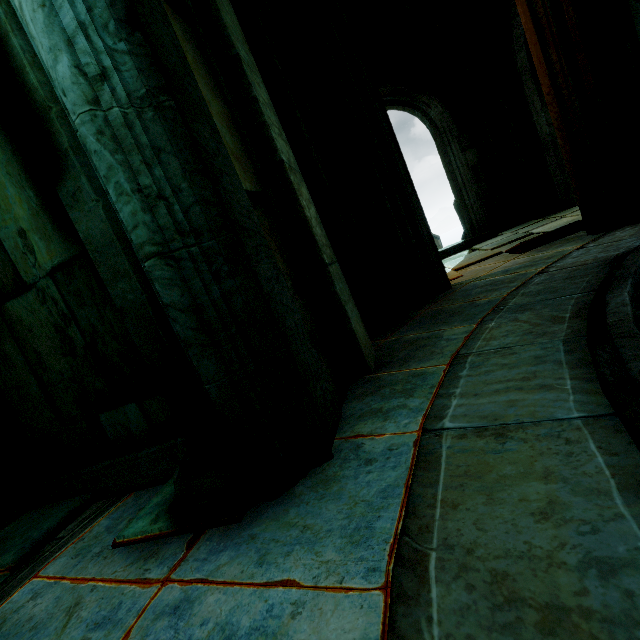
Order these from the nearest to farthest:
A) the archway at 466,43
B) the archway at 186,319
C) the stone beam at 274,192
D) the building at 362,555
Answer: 1. the building at 362,555
2. the archway at 186,319
3. the stone beam at 274,192
4. the archway at 466,43

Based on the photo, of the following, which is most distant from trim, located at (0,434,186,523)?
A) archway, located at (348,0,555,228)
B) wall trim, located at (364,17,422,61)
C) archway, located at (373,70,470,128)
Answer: wall trim, located at (364,17,422,61)

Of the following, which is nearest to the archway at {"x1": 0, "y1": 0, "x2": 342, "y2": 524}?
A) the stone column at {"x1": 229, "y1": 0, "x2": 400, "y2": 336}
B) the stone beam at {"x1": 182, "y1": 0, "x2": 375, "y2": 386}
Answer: the stone beam at {"x1": 182, "y1": 0, "x2": 375, "y2": 386}

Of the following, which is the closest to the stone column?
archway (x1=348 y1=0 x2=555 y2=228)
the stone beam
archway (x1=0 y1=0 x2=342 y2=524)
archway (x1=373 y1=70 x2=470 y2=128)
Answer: the stone beam

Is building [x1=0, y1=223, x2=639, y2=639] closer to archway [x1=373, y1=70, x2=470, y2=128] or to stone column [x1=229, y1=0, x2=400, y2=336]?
stone column [x1=229, y1=0, x2=400, y2=336]

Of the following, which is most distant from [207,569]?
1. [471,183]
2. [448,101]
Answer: [448,101]

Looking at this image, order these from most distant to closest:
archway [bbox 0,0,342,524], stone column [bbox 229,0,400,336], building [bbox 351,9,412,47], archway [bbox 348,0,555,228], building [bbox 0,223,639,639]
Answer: building [bbox 351,9,412,47] < archway [bbox 348,0,555,228] < stone column [bbox 229,0,400,336] < archway [bbox 0,0,342,524] < building [bbox 0,223,639,639]

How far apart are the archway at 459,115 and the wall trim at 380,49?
0.3m
